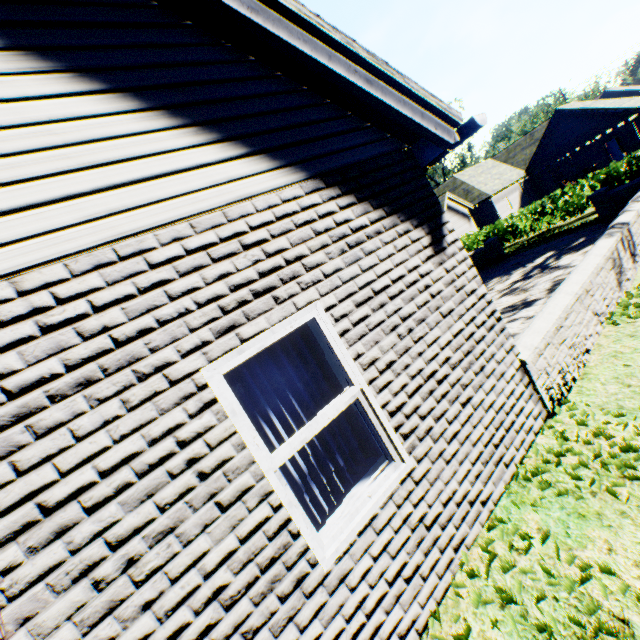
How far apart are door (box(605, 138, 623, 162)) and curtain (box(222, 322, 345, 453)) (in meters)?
43.67

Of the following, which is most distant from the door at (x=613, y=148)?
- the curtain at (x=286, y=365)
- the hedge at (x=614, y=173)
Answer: the curtain at (x=286, y=365)

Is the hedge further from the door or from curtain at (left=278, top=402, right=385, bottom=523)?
the door

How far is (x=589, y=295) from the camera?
4.9 meters

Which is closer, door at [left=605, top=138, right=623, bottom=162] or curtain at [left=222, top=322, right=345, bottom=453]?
curtain at [left=222, top=322, right=345, bottom=453]

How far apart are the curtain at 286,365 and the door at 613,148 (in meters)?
43.67

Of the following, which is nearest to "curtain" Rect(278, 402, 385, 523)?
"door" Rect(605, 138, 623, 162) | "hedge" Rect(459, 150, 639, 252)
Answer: "hedge" Rect(459, 150, 639, 252)
